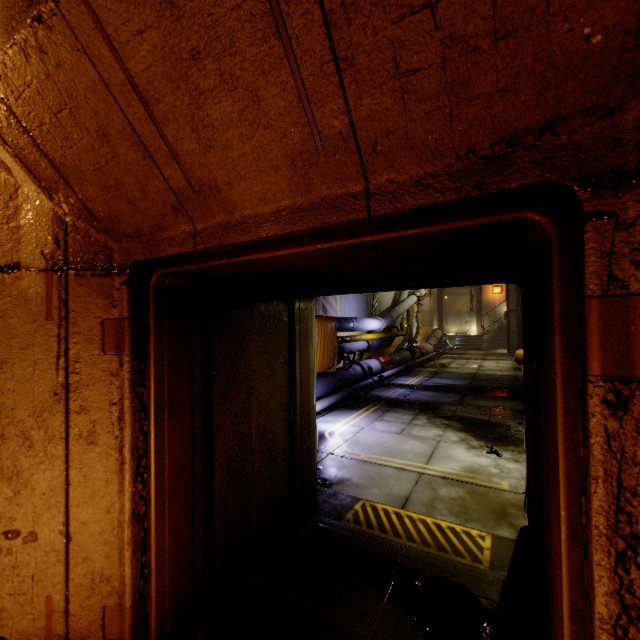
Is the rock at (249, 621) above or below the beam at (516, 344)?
below

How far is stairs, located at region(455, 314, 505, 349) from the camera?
26.7 meters

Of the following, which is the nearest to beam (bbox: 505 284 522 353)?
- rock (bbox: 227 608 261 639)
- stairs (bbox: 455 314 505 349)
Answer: stairs (bbox: 455 314 505 349)

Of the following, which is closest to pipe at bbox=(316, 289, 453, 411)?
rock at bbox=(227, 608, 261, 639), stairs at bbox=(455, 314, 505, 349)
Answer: stairs at bbox=(455, 314, 505, 349)

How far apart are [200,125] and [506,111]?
0.97m

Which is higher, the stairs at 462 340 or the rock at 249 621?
the stairs at 462 340

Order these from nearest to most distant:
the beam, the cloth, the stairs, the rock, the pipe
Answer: the rock → the cloth → the pipe → the beam → the stairs

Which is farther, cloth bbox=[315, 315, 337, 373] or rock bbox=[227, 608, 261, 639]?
cloth bbox=[315, 315, 337, 373]
